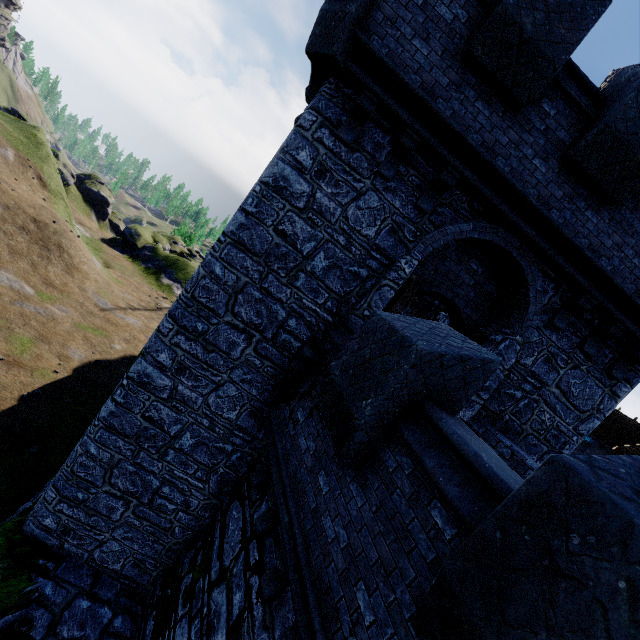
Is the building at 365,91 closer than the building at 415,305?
Yes

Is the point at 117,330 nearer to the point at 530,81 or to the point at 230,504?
the point at 230,504

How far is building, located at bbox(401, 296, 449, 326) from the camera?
13.64m

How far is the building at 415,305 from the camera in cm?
1364

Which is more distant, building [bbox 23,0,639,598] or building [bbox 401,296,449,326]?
building [bbox 401,296,449,326]
